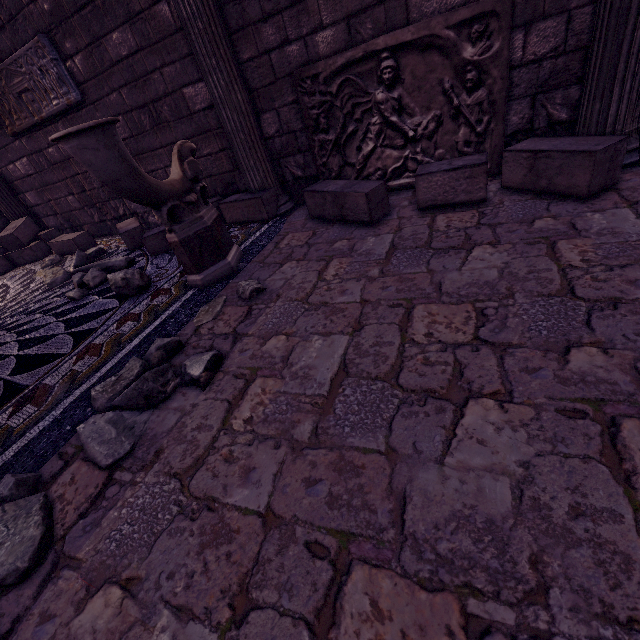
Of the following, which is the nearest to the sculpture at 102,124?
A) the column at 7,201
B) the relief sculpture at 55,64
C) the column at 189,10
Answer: the column at 189,10

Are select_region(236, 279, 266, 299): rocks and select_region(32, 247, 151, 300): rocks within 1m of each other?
no

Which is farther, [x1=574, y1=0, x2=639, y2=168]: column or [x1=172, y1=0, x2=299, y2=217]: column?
[x1=172, y1=0, x2=299, y2=217]: column

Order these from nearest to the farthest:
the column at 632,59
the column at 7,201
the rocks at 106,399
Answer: the rocks at 106,399 → the column at 632,59 → the column at 7,201

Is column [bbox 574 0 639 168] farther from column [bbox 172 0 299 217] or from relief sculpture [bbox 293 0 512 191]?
column [bbox 172 0 299 217]

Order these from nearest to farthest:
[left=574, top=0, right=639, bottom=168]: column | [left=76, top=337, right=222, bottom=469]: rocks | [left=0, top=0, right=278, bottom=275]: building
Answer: A: [left=76, top=337, right=222, bottom=469]: rocks → [left=574, top=0, right=639, bottom=168]: column → [left=0, top=0, right=278, bottom=275]: building

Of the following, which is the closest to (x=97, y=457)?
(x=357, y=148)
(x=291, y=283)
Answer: (x=291, y=283)

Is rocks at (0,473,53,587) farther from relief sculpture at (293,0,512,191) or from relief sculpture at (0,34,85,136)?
relief sculpture at (0,34,85,136)
